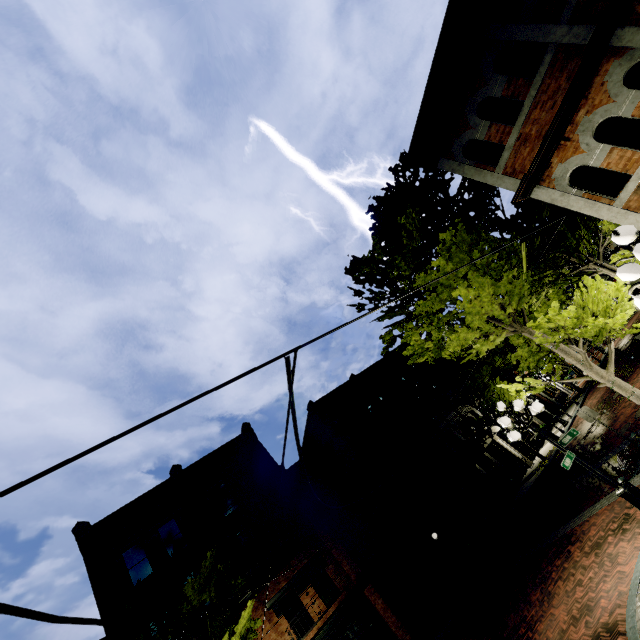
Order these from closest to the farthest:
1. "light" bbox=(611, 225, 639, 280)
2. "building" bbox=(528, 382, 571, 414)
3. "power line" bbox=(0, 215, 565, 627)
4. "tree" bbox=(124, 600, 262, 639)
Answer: "power line" bbox=(0, 215, 565, 627)
"light" bbox=(611, 225, 639, 280)
"tree" bbox=(124, 600, 262, 639)
"building" bbox=(528, 382, 571, 414)

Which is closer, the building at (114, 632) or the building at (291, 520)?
the building at (114, 632)

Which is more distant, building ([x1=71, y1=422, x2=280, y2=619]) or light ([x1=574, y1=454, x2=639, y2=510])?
building ([x1=71, y1=422, x2=280, y2=619])

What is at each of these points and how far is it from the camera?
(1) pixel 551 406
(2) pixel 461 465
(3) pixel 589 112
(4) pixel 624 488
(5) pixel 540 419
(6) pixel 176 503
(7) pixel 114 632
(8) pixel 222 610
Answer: (1) building, 30.3 meters
(2) awning, 20.3 meters
(3) building, 7.1 meters
(4) light, 7.0 meters
(5) building, 28.9 meters
(6) building, 19.0 meters
(7) building, 13.6 meters
(8) tree, 13.2 meters

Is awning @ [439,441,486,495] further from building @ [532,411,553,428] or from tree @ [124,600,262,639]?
tree @ [124,600,262,639]

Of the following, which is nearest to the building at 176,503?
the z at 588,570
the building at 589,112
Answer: the z at 588,570

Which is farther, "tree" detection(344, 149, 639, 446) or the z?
"tree" detection(344, 149, 639, 446)

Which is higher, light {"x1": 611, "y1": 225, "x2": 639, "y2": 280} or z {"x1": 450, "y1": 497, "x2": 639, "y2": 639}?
light {"x1": 611, "y1": 225, "x2": 639, "y2": 280}
